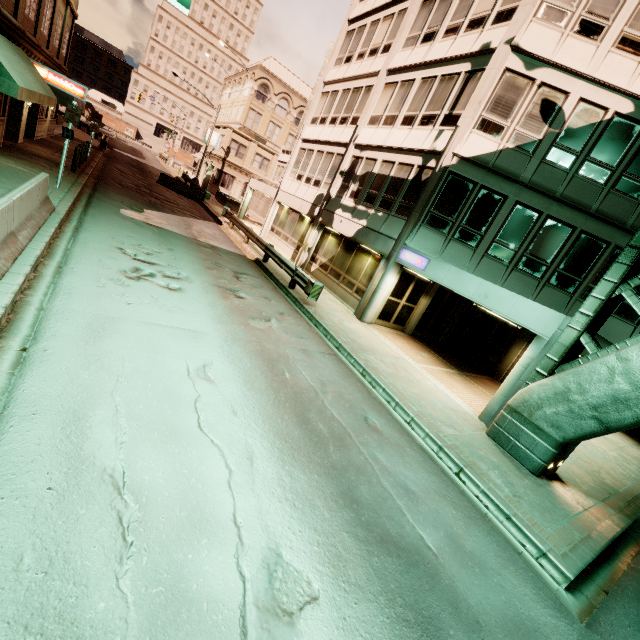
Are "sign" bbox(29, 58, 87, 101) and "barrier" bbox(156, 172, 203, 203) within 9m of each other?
no

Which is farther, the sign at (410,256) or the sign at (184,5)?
the sign at (410,256)

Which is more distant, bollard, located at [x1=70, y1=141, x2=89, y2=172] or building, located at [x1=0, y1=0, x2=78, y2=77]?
bollard, located at [x1=70, y1=141, x2=89, y2=172]

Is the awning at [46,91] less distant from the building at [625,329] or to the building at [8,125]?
the building at [8,125]

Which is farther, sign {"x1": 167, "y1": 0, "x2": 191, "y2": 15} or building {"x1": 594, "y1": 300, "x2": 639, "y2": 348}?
A: building {"x1": 594, "y1": 300, "x2": 639, "y2": 348}

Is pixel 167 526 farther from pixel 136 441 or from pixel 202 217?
pixel 202 217

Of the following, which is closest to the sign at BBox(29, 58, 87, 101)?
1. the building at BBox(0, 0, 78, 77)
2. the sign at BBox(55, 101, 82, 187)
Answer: the building at BBox(0, 0, 78, 77)

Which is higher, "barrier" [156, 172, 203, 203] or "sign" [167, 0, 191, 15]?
"sign" [167, 0, 191, 15]
